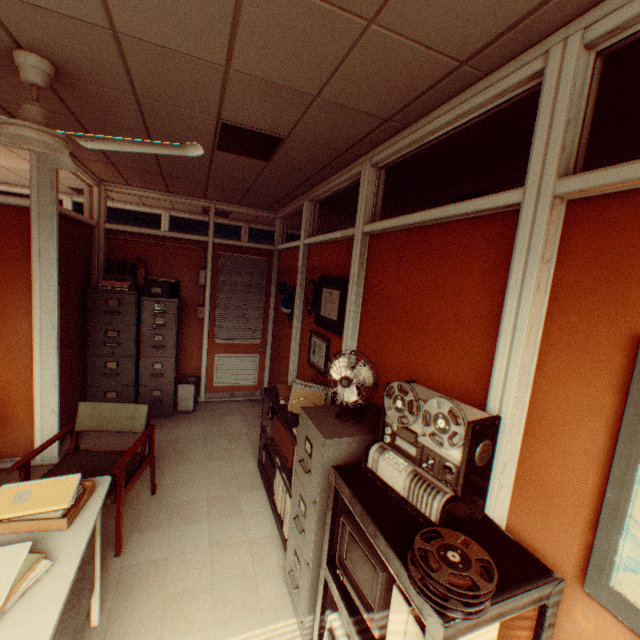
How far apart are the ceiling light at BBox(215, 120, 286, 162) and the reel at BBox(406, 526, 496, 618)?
2.8 meters

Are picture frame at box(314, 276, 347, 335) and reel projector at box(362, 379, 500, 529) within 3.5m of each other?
yes

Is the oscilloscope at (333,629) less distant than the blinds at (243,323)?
Yes

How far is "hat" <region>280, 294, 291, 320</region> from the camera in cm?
486

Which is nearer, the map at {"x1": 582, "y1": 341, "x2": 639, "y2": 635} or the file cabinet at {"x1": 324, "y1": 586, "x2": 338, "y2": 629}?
the map at {"x1": 582, "y1": 341, "x2": 639, "y2": 635}

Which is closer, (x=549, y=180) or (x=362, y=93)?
(x=549, y=180)

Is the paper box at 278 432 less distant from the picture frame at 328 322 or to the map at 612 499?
the picture frame at 328 322

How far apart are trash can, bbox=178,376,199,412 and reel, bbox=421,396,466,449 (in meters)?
4.26
